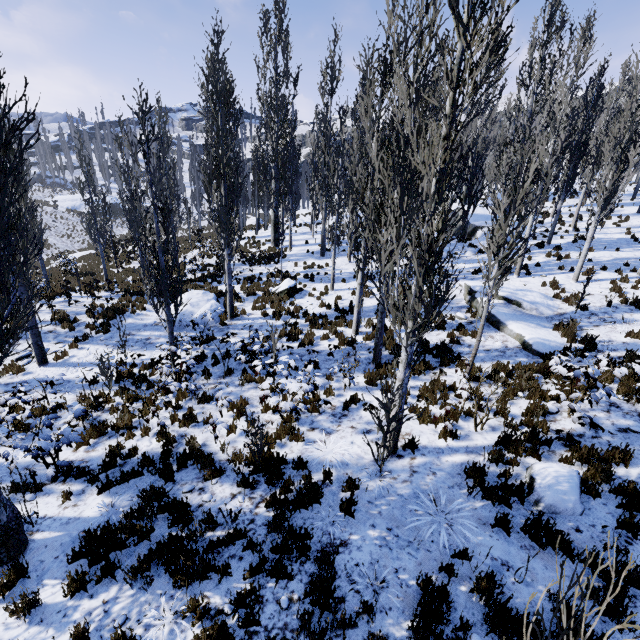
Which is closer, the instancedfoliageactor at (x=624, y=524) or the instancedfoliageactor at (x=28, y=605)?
the instancedfoliageactor at (x=28, y=605)

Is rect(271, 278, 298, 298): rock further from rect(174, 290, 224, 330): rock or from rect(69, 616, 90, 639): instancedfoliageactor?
rect(174, 290, 224, 330): rock

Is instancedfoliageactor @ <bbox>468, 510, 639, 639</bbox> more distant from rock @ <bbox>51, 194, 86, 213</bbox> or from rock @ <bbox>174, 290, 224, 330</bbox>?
rock @ <bbox>51, 194, 86, 213</bbox>

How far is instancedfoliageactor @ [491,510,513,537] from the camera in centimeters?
493cm

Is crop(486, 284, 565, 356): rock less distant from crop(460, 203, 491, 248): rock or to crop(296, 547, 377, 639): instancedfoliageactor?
crop(296, 547, 377, 639): instancedfoliageactor

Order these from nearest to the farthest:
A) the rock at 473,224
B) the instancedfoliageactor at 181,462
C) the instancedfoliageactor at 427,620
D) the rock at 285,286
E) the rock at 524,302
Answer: the instancedfoliageactor at 427,620 → the instancedfoliageactor at 181,462 → the rock at 524,302 → the rock at 285,286 → the rock at 473,224

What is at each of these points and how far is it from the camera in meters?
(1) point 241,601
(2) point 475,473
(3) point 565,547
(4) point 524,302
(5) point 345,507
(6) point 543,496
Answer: (1) instancedfoliageactor, 4.3
(2) instancedfoliageactor, 6.0
(3) instancedfoliageactor, 4.6
(4) rock, 12.7
(5) instancedfoliageactor, 5.5
(6) rock, 5.4

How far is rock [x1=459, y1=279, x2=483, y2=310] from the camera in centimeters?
1358cm
